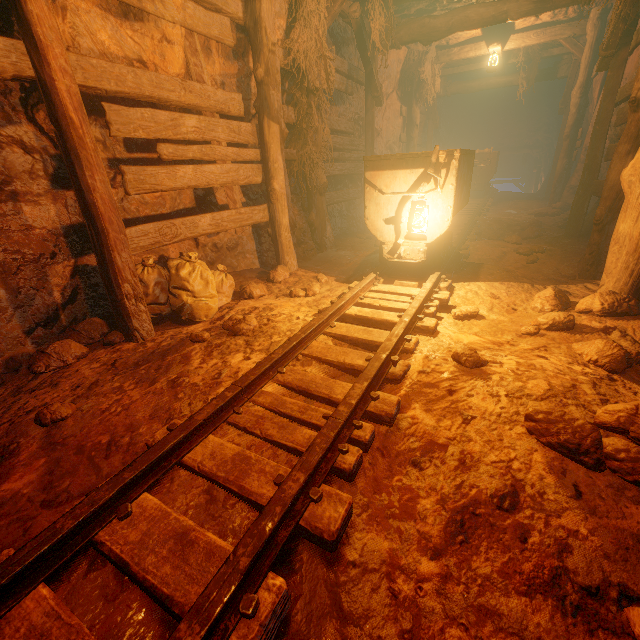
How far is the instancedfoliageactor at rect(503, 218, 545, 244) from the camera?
5.5m

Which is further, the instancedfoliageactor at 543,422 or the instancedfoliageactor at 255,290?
the instancedfoliageactor at 255,290

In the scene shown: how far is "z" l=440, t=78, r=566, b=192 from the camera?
14.4 meters

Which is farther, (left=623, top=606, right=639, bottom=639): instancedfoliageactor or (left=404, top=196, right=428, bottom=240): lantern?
(left=404, top=196, right=428, bottom=240): lantern

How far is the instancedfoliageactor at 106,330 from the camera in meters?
2.7

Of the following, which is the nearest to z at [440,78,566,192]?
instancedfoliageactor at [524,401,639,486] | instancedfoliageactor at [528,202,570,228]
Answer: instancedfoliageactor at [528,202,570,228]

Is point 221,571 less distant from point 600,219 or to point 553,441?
point 553,441

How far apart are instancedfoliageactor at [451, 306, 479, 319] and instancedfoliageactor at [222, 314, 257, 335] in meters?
2.0
